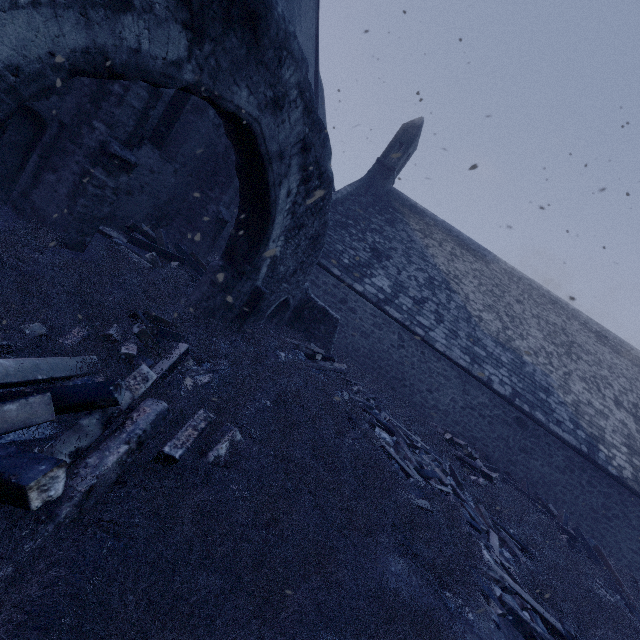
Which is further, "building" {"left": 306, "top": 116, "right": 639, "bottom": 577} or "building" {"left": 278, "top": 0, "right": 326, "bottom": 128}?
"building" {"left": 306, "top": 116, "right": 639, "bottom": 577}

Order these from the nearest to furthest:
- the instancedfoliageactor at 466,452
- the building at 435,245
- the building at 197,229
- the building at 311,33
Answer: the instancedfoliageactor at 466,452
the building at 197,229
the building at 311,33
the building at 435,245

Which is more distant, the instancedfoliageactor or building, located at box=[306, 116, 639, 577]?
building, located at box=[306, 116, 639, 577]

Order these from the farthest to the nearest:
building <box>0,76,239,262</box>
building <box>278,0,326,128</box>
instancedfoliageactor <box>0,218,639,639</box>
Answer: building <box>278,0,326,128</box> < building <box>0,76,239,262</box> < instancedfoliageactor <box>0,218,639,639</box>

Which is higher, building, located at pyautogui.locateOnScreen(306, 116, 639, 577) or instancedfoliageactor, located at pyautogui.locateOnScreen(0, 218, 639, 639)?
building, located at pyautogui.locateOnScreen(306, 116, 639, 577)

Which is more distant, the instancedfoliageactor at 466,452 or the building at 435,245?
the building at 435,245

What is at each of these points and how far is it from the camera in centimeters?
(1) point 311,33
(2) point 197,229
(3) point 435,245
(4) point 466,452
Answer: (1) building, 1351cm
(2) building, 1029cm
(3) building, 1691cm
(4) instancedfoliageactor, 1137cm
